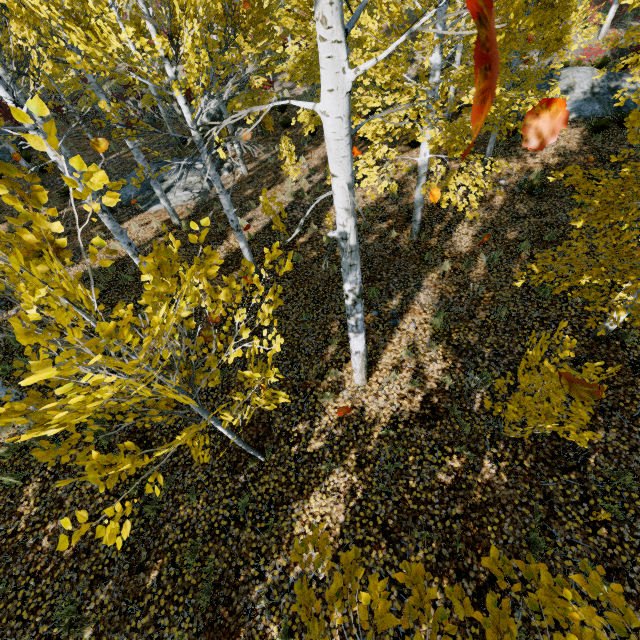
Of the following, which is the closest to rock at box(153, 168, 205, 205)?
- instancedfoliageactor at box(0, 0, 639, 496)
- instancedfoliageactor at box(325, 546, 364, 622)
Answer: instancedfoliageactor at box(0, 0, 639, 496)

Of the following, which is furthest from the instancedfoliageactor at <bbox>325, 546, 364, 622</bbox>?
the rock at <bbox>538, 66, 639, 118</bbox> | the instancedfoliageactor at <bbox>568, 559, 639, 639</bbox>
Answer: the rock at <bbox>538, 66, 639, 118</bbox>

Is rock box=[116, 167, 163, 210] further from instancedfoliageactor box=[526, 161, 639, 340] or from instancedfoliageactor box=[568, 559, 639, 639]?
instancedfoliageactor box=[568, 559, 639, 639]

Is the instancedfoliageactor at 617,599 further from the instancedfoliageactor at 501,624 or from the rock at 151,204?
the rock at 151,204

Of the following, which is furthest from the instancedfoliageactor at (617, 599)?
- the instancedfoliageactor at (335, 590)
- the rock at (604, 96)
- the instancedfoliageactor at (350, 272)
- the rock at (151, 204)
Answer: the rock at (604, 96)

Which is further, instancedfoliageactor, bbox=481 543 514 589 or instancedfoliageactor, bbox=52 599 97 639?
instancedfoliageactor, bbox=52 599 97 639

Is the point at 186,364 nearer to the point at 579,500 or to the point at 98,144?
the point at 98,144

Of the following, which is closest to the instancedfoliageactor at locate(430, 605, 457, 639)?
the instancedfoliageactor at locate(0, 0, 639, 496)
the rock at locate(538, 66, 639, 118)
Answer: the instancedfoliageactor at locate(0, 0, 639, 496)
